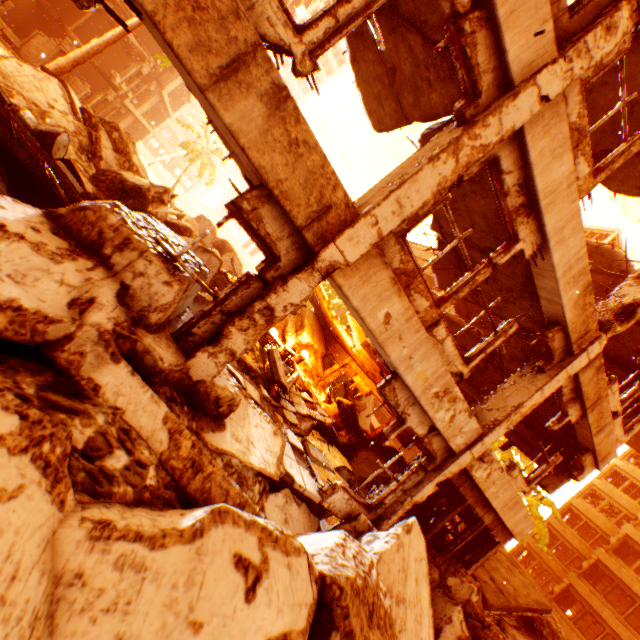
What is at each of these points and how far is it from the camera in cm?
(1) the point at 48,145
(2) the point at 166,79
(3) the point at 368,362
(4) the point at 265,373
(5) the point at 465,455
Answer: (1) metal barrel, 525
(2) concrete pillar, 2764
(3) floor rubble, 1392
(4) rock pile, 930
(5) pillar, 617

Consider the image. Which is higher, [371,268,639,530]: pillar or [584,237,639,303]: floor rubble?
[584,237,639,303]: floor rubble

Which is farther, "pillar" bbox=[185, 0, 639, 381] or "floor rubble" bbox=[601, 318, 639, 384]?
"floor rubble" bbox=[601, 318, 639, 384]

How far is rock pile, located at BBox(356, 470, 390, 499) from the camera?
7.2 meters

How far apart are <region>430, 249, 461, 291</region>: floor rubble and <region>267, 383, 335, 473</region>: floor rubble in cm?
538

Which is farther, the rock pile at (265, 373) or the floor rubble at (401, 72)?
the rock pile at (265, 373)

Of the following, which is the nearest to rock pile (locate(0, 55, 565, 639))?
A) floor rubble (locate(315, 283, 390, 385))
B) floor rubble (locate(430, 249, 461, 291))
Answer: floor rubble (locate(315, 283, 390, 385))

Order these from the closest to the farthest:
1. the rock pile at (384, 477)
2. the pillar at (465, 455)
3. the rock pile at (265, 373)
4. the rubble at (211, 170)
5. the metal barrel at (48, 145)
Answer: the metal barrel at (48, 145) → the pillar at (465, 455) → the rock pile at (384, 477) → the rock pile at (265, 373) → the rubble at (211, 170)
